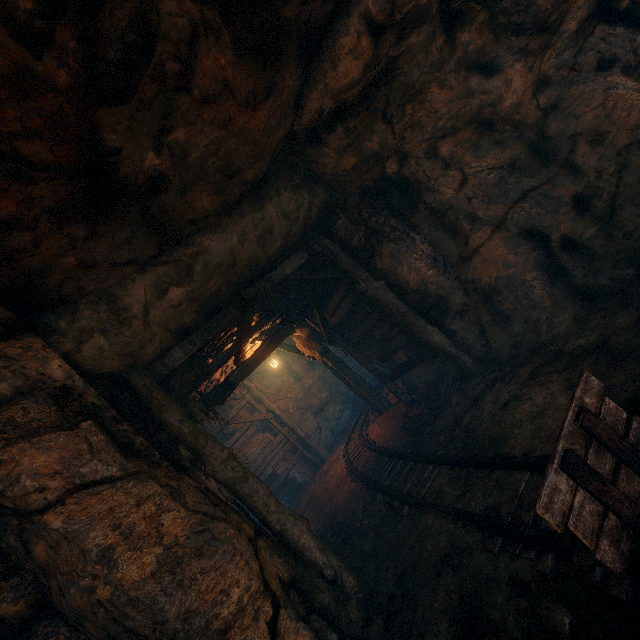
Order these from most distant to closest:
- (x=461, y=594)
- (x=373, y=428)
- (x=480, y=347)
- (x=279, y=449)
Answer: (x=279, y=449) → (x=373, y=428) → (x=480, y=347) → (x=461, y=594)

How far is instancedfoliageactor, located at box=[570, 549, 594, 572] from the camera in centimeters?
218cm

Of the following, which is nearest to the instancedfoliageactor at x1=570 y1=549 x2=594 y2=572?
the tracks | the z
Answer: the tracks

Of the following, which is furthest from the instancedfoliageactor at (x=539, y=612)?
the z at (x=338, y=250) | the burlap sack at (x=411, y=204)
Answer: the z at (x=338, y=250)

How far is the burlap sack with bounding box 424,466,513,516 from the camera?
3.4 meters

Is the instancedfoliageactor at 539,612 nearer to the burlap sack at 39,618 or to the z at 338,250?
the burlap sack at 39,618

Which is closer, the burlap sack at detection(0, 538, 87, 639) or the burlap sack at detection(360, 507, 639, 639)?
the burlap sack at detection(360, 507, 639, 639)
